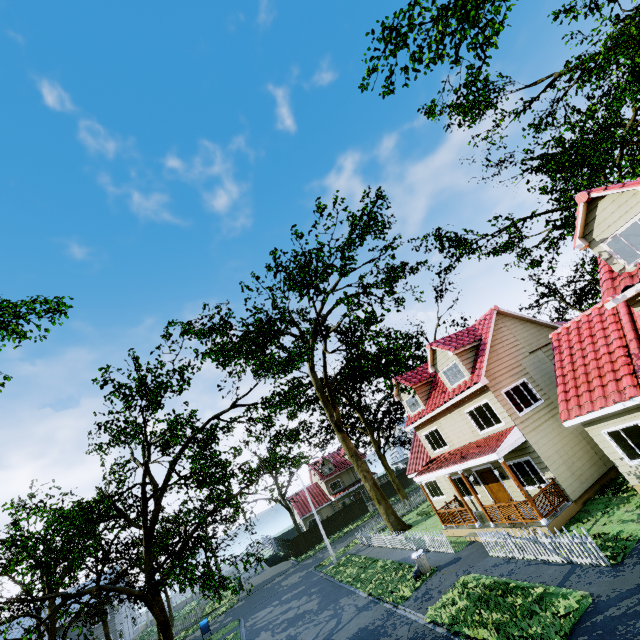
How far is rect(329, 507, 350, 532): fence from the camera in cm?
4312

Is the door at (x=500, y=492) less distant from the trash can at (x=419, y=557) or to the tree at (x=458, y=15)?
the trash can at (x=419, y=557)

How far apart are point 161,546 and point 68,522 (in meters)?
21.09

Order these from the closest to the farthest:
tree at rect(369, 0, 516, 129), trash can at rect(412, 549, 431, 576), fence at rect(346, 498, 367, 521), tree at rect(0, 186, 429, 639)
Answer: tree at rect(369, 0, 516, 129)
tree at rect(0, 186, 429, 639)
trash can at rect(412, 549, 431, 576)
fence at rect(346, 498, 367, 521)

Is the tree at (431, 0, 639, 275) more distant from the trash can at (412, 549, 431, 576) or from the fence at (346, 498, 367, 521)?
the trash can at (412, 549, 431, 576)

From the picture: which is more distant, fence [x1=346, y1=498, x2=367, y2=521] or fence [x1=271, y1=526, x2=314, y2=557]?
fence [x1=346, y1=498, x2=367, y2=521]

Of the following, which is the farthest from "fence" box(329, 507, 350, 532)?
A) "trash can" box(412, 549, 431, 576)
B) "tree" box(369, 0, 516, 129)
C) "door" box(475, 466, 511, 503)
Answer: "door" box(475, 466, 511, 503)

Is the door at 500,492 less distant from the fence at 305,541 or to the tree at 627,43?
the fence at 305,541
